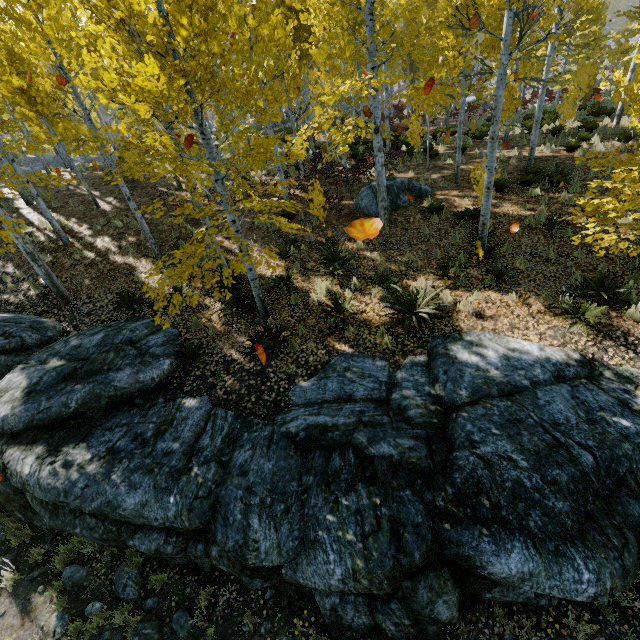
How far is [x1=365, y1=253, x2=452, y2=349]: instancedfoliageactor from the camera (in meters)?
7.24

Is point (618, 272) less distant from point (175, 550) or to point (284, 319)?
point (284, 319)

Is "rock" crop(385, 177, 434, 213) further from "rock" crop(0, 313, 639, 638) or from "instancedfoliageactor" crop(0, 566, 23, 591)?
"rock" crop(0, 313, 639, 638)

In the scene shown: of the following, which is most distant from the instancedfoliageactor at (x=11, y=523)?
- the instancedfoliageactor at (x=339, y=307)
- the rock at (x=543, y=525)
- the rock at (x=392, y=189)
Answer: the instancedfoliageactor at (x=339, y=307)

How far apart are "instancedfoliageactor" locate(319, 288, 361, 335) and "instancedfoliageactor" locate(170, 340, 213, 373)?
3.5 meters

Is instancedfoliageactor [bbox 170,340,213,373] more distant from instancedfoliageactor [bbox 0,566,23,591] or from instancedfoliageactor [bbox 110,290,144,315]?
instancedfoliageactor [bbox 110,290,144,315]

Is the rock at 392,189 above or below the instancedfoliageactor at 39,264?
below
